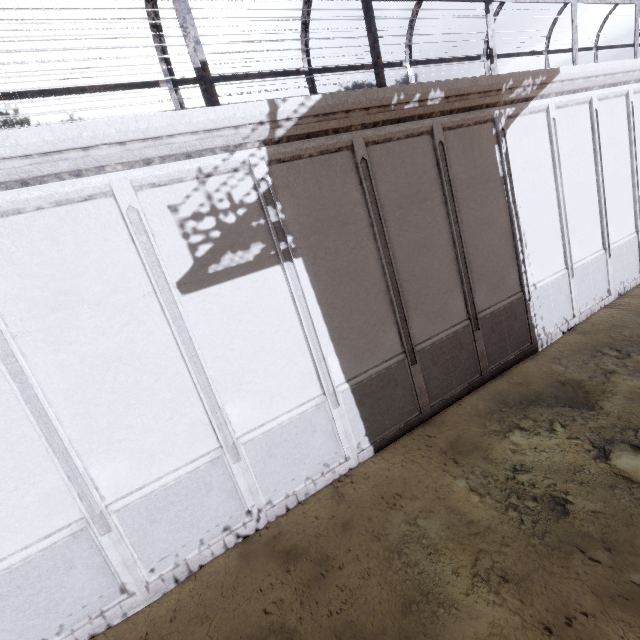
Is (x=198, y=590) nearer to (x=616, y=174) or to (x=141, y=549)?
(x=141, y=549)
